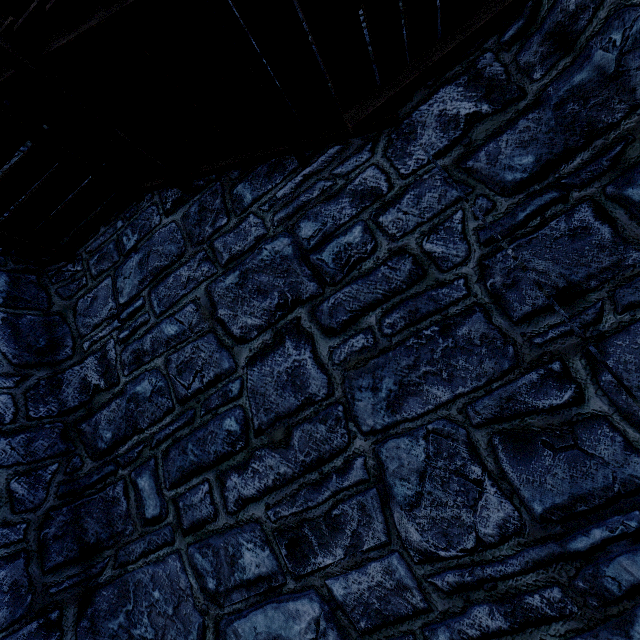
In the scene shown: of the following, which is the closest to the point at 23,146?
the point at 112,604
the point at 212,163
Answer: the point at 212,163
